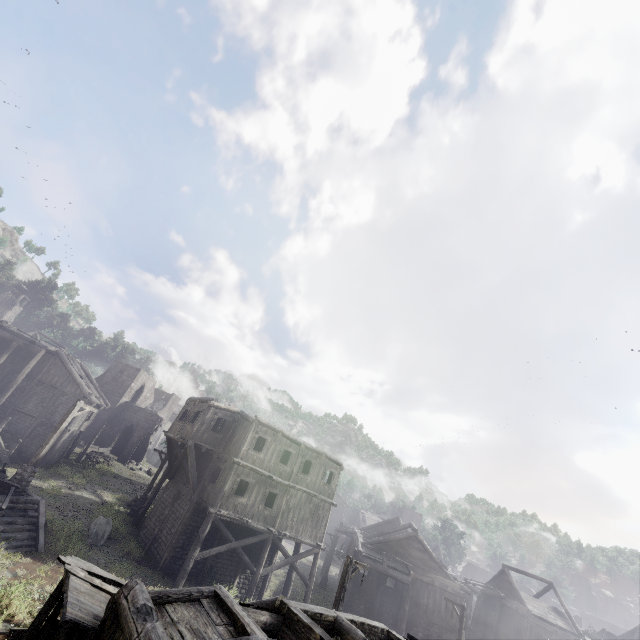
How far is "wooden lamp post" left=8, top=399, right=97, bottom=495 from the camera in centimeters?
1554cm

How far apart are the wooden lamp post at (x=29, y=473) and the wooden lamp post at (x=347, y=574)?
15.4m

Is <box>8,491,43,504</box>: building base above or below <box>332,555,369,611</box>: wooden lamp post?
below

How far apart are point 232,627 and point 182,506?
16.0m

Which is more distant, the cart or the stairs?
the cart

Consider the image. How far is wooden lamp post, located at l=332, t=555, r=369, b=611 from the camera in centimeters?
1403cm

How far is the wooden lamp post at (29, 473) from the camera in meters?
15.5

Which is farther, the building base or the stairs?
the building base
